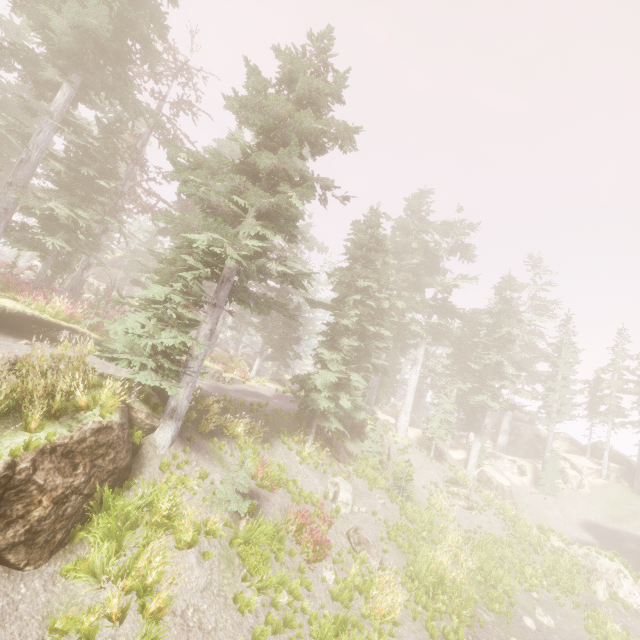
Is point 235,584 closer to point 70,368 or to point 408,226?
point 70,368

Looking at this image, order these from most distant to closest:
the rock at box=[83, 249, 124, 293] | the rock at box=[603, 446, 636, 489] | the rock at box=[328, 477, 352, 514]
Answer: the rock at box=[83, 249, 124, 293], the rock at box=[603, 446, 636, 489], the rock at box=[328, 477, 352, 514]

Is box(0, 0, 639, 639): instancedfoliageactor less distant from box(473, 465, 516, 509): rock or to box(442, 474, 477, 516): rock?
box(473, 465, 516, 509): rock

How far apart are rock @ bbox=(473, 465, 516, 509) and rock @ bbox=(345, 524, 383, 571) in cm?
1949

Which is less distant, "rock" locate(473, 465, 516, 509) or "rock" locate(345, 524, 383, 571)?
"rock" locate(345, 524, 383, 571)

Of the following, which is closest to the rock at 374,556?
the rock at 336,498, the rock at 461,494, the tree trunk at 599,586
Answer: the rock at 336,498

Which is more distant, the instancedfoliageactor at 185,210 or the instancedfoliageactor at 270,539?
the instancedfoliageactor at 185,210

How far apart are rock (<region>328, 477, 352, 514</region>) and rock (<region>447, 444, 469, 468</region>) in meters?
18.3 m
